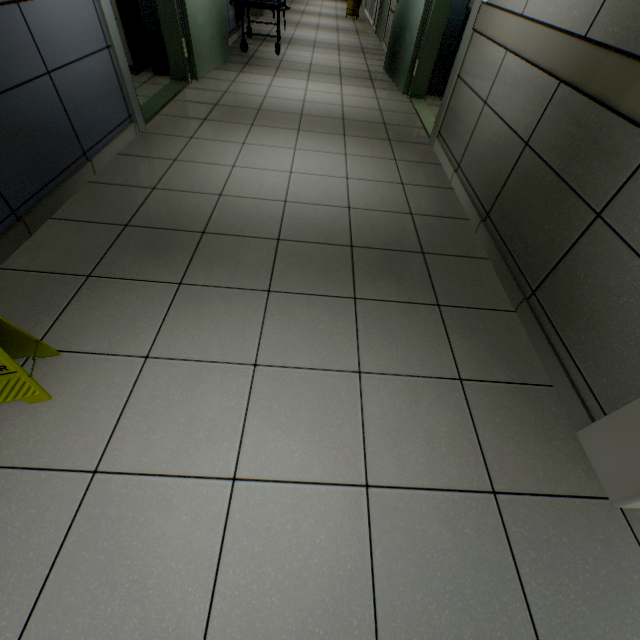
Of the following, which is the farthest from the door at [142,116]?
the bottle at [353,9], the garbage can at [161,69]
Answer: the bottle at [353,9]

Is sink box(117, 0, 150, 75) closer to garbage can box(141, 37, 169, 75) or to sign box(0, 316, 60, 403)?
garbage can box(141, 37, 169, 75)

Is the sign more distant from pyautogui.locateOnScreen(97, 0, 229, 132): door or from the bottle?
the bottle

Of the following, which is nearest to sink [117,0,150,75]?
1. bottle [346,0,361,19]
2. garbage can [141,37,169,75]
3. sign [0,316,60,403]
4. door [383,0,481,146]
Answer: garbage can [141,37,169,75]

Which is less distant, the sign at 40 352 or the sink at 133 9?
the sign at 40 352

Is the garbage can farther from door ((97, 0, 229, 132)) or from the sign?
the sign

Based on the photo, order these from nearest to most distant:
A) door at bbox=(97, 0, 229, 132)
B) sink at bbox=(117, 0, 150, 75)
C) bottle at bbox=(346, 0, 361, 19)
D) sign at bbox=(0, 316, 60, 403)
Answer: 1. sign at bbox=(0, 316, 60, 403)
2. door at bbox=(97, 0, 229, 132)
3. sink at bbox=(117, 0, 150, 75)
4. bottle at bbox=(346, 0, 361, 19)

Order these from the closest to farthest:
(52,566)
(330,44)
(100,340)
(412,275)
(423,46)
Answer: (52,566), (100,340), (412,275), (423,46), (330,44)
